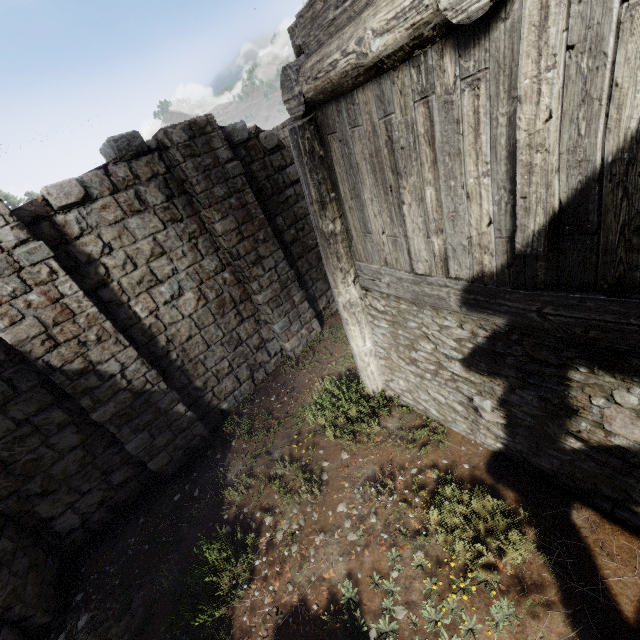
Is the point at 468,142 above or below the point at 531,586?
above
